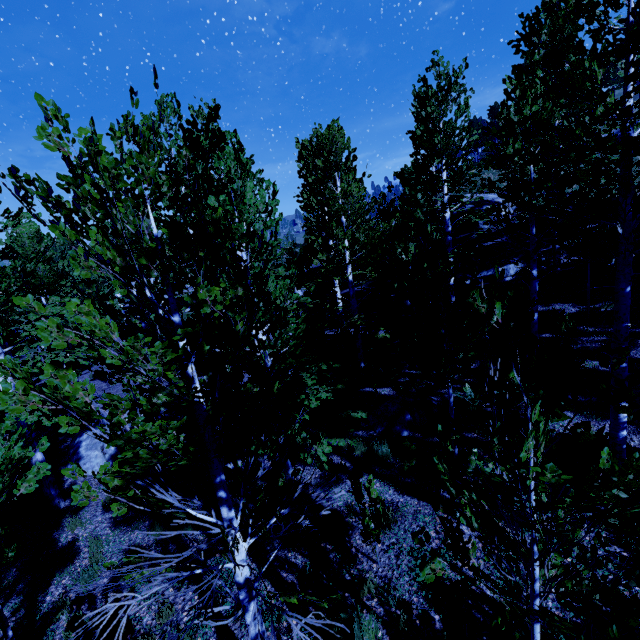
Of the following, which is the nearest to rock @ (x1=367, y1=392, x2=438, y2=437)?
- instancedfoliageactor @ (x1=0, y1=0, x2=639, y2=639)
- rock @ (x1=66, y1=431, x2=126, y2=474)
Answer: instancedfoliageactor @ (x1=0, y1=0, x2=639, y2=639)

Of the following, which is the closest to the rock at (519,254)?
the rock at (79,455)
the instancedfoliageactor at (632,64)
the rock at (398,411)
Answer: the instancedfoliageactor at (632,64)

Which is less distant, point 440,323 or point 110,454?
point 110,454

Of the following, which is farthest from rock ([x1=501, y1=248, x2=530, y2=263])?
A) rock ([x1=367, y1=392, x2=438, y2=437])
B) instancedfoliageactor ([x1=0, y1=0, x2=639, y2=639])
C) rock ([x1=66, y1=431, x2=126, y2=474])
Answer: rock ([x1=66, y1=431, x2=126, y2=474])

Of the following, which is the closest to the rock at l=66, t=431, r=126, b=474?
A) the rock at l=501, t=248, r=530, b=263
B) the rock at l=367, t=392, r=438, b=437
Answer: the rock at l=367, t=392, r=438, b=437

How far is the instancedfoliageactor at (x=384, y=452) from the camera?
7.2 meters

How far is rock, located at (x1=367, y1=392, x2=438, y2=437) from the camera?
8.0 meters

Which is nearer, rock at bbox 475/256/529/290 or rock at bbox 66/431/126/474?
rock at bbox 66/431/126/474
